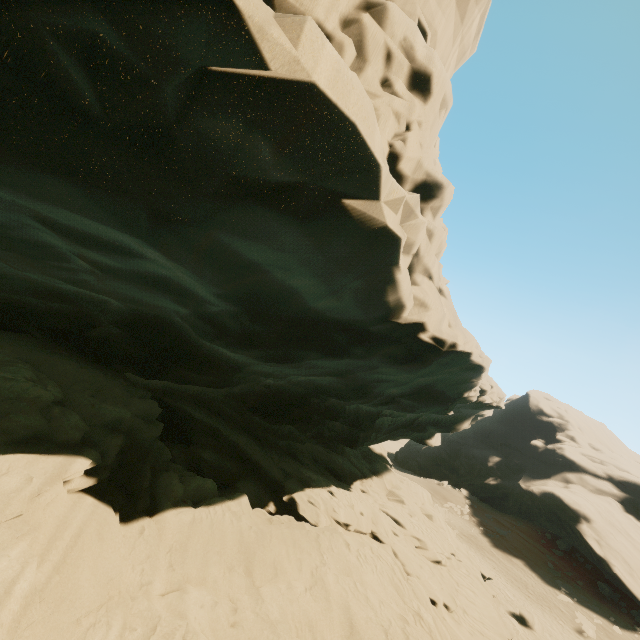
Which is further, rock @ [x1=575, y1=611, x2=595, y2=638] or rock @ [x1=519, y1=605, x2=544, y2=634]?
rock @ [x1=575, y1=611, x2=595, y2=638]

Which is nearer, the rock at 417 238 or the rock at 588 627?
the rock at 417 238

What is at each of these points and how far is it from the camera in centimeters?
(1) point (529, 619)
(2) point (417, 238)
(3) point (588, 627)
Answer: (1) rock, 2303cm
(2) rock, 569cm
(3) rock, 2494cm

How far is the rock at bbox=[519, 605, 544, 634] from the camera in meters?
22.8

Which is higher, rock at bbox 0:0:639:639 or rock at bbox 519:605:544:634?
rock at bbox 0:0:639:639

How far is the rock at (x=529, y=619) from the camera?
22.8 meters

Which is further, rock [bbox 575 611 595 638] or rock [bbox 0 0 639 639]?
rock [bbox 575 611 595 638]

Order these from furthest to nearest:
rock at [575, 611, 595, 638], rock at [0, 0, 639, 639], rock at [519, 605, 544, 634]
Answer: rock at [575, 611, 595, 638] < rock at [519, 605, 544, 634] < rock at [0, 0, 639, 639]
